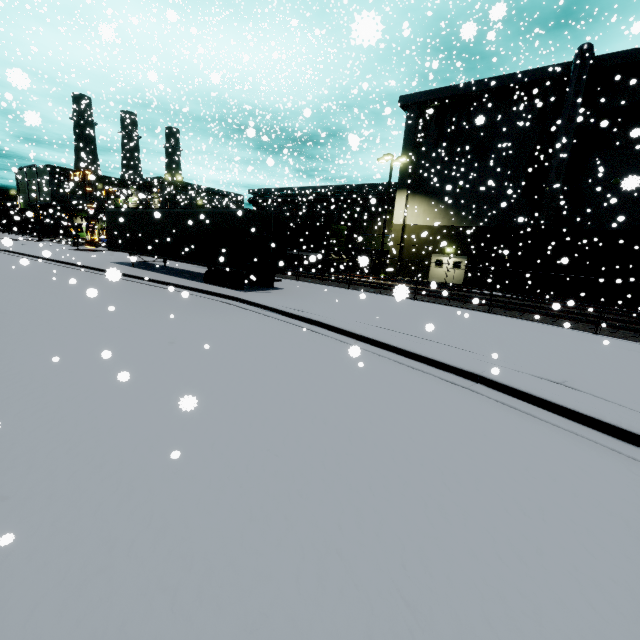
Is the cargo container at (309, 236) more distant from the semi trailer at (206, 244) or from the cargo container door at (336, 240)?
the semi trailer at (206, 244)

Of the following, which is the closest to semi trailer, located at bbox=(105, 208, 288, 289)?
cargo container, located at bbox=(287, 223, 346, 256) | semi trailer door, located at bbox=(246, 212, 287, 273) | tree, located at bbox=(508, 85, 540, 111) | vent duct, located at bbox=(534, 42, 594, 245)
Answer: semi trailer door, located at bbox=(246, 212, 287, 273)

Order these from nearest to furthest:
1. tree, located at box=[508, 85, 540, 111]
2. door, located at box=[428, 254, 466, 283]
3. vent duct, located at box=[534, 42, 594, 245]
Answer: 1. tree, located at box=[508, 85, 540, 111]
2. vent duct, located at box=[534, 42, 594, 245]
3. door, located at box=[428, 254, 466, 283]

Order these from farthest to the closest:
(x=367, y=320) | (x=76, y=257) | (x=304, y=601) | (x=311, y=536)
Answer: (x=76, y=257) → (x=367, y=320) → (x=311, y=536) → (x=304, y=601)

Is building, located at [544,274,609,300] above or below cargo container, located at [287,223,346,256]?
below

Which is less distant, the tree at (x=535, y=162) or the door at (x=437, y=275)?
the tree at (x=535, y=162)

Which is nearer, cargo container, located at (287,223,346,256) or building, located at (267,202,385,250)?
cargo container, located at (287,223,346,256)

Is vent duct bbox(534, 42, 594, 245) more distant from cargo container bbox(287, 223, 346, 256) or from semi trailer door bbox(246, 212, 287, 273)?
cargo container bbox(287, 223, 346, 256)
